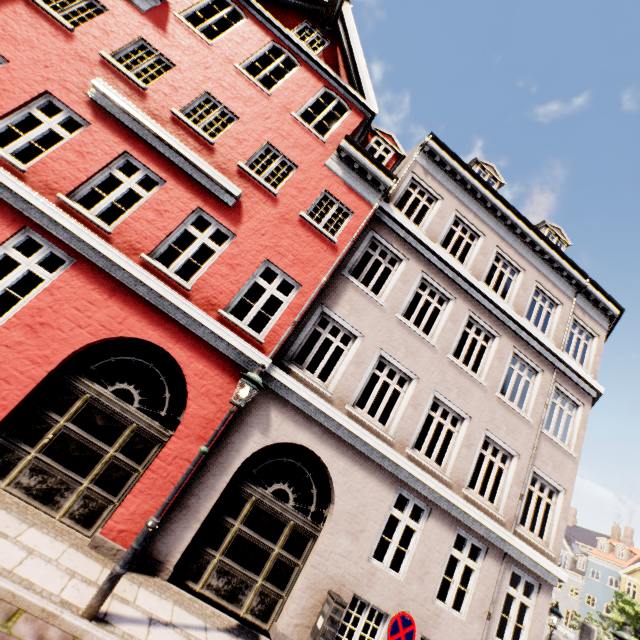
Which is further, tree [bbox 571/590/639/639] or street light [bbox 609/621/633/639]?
tree [bbox 571/590/639/639]

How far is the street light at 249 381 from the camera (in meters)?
4.22

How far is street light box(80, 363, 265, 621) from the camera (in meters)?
4.22

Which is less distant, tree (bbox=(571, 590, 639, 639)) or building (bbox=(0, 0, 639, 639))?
building (bbox=(0, 0, 639, 639))

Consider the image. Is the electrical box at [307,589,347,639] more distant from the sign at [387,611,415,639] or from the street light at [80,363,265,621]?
the street light at [80,363,265,621]

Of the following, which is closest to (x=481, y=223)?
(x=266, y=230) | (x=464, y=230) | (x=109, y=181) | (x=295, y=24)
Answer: (x=464, y=230)

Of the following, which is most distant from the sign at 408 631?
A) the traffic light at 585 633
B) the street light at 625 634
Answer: the street light at 625 634

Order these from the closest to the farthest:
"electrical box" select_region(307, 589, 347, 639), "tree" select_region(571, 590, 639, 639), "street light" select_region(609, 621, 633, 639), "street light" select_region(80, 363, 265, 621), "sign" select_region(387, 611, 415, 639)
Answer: "street light" select_region(80, 363, 265, 621) < "sign" select_region(387, 611, 415, 639) < "electrical box" select_region(307, 589, 347, 639) < "street light" select_region(609, 621, 633, 639) < "tree" select_region(571, 590, 639, 639)
